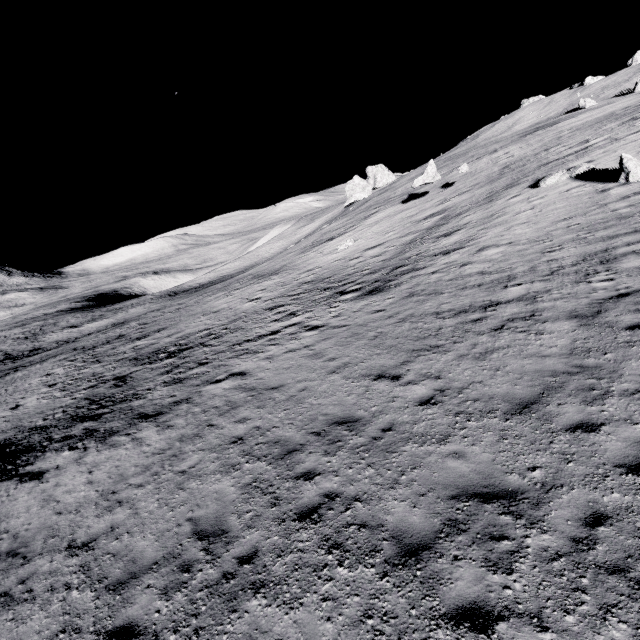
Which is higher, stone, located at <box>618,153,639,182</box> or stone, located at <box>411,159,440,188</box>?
stone, located at <box>411,159,440,188</box>

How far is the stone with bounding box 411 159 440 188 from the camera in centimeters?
3028cm

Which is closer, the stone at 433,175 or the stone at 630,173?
the stone at 630,173

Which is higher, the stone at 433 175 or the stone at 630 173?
the stone at 433 175

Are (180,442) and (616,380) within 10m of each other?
no

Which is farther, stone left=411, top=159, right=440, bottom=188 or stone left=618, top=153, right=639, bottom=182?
stone left=411, top=159, right=440, bottom=188
